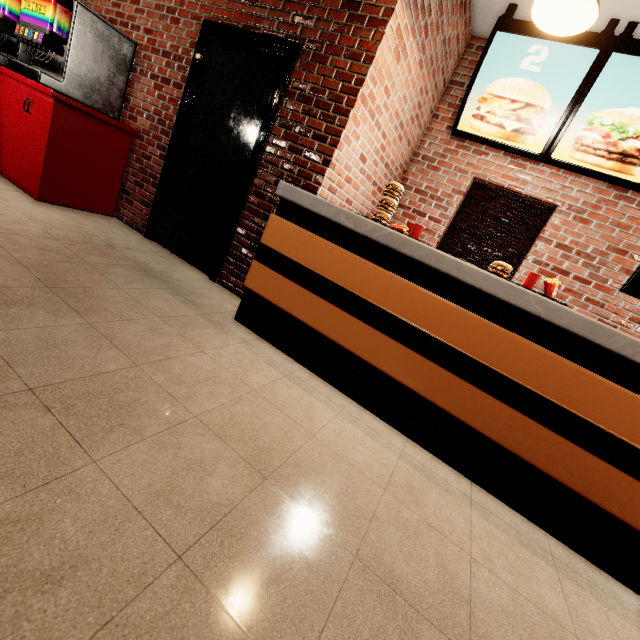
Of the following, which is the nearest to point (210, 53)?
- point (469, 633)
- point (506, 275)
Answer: point (506, 275)
